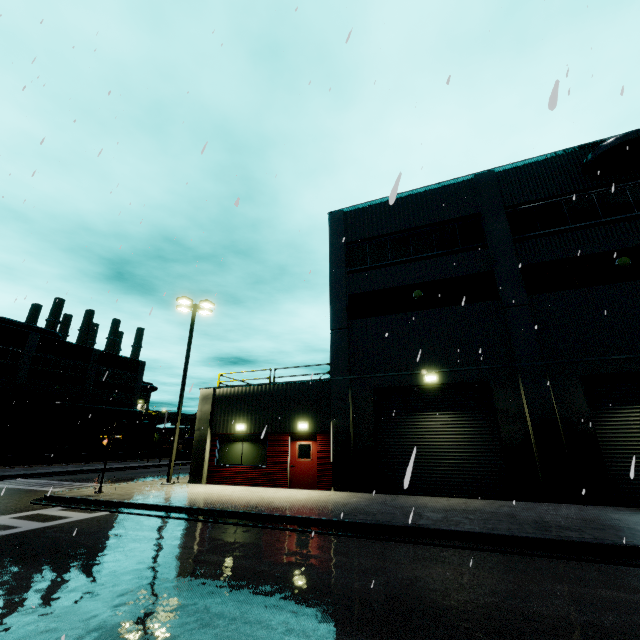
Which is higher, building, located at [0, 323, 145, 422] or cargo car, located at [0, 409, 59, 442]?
building, located at [0, 323, 145, 422]

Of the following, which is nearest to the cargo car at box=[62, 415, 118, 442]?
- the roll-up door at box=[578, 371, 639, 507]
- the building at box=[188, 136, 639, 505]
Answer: the building at box=[188, 136, 639, 505]

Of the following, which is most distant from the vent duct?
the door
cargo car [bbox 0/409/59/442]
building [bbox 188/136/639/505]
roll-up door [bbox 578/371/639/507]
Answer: the door

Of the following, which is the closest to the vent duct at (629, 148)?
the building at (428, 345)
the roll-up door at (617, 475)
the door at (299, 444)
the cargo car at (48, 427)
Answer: the building at (428, 345)

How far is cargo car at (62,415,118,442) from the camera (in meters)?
39.06

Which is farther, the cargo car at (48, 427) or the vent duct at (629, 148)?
the cargo car at (48, 427)

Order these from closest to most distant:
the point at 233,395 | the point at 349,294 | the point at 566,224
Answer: the point at 566,224 → the point at 349,294 → the point at 233,395
